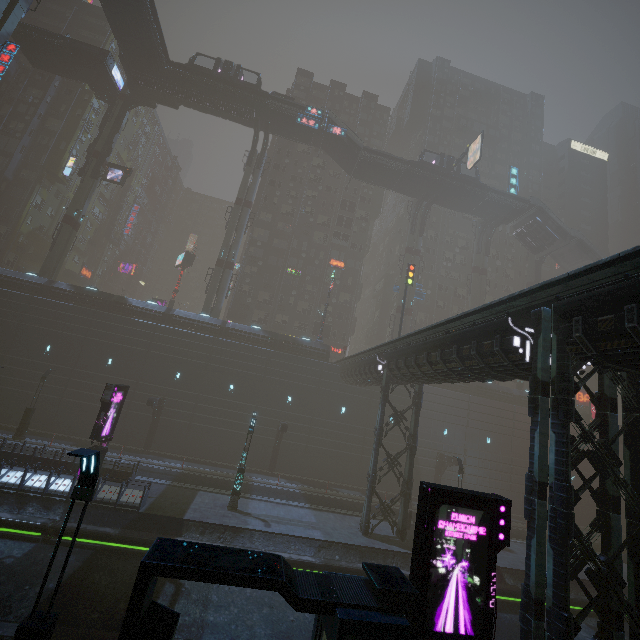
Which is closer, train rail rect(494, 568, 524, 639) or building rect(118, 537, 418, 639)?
building rect(118, 537, 418, 639)

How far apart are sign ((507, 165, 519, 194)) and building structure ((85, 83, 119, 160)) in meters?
53.4 m

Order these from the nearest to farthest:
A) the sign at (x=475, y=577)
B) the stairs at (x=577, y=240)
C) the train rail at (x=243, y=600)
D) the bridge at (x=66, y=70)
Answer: the sign at (x=475, y=577) → the train rail at (x=243, y=600) → the bridge at (x=66, y=70) → the stairs at (x=577, y=240)

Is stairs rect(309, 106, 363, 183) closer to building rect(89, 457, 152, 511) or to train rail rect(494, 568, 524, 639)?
building rect(89, 457, 152, 511)

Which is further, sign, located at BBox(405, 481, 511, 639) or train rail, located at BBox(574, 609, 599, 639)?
train rail, located at BBox(574, 609, 599, 639)

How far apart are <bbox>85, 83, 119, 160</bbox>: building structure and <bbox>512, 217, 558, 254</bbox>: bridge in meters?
56.4 m

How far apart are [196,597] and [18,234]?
53.0m

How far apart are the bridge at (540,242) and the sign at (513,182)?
3.79m
